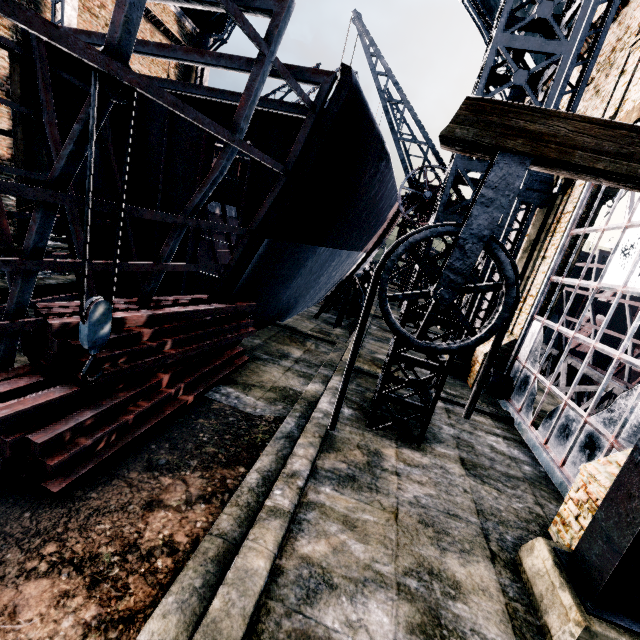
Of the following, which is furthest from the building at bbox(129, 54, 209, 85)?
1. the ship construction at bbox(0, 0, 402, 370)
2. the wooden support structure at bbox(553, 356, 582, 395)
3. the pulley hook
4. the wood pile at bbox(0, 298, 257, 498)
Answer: the pulley hook

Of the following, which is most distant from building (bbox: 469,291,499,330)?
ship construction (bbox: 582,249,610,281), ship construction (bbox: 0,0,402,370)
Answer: ship construction (bbox: 0,0,402,370)

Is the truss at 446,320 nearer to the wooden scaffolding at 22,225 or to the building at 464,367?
the building at 464,367

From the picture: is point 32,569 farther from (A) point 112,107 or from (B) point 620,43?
(B) point 620,43

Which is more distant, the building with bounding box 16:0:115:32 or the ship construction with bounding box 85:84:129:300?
the building with bounding box 16:0:115:32

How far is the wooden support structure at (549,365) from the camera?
23.70m

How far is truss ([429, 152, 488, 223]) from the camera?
7.5 meters

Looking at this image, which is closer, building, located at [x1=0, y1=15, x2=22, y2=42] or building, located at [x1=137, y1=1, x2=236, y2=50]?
building, located at [x1=0, y1=15, x2=22, y2=42]
